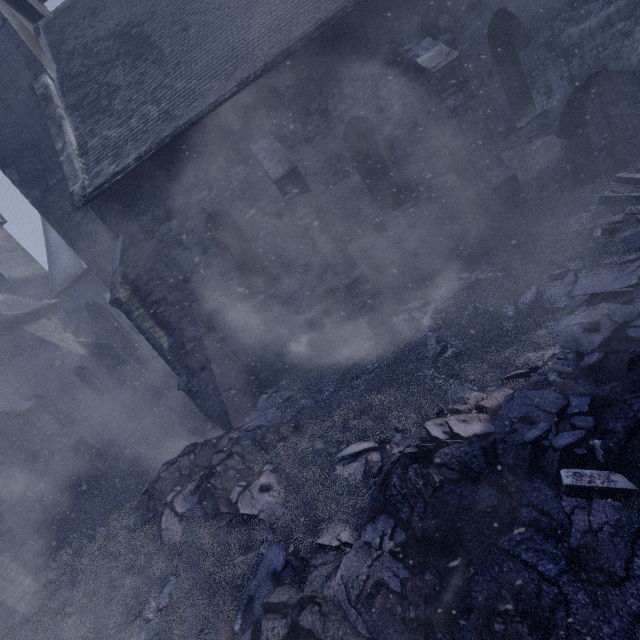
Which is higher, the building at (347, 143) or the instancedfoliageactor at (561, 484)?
the building at (347, 143)

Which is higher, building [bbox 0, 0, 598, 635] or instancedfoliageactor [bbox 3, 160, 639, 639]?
building [bbox 0, 0, 598, 635]

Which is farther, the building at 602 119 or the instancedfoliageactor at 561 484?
the building at 602 119

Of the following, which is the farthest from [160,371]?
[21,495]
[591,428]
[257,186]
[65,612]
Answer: [591,428]

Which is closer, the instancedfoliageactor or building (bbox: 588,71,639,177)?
the instancedfoliageactor
